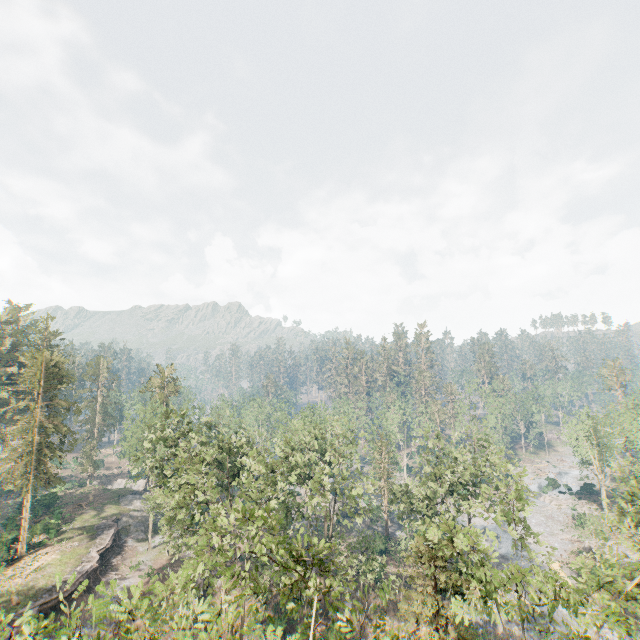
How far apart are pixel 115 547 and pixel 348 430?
34.56m

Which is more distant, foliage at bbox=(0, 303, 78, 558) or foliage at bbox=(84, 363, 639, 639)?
foliage at bbox=(0, 303, 78, 558)

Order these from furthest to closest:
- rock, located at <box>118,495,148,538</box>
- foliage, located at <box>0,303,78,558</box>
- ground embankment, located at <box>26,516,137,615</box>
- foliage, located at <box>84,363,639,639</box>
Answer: rock, located at <box>118,495,148,538</box>
foliage, located at <box>0,303,78,558</box>
ground embankment, located at <box>26,516,137,615</box>
foliage, located at <box>84,363,639,639</box>

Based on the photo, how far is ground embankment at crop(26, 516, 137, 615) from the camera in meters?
30.6

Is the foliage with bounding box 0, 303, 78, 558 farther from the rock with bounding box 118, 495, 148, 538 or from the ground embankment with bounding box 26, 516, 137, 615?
the ground embankment with bounding box 26, 516, 137, 615

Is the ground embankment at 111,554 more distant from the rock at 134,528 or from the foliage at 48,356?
the foliage at 48,356

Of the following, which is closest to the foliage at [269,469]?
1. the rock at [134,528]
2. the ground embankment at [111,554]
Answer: the rock at [134,528]

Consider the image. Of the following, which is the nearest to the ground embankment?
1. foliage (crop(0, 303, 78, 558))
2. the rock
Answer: the rock
